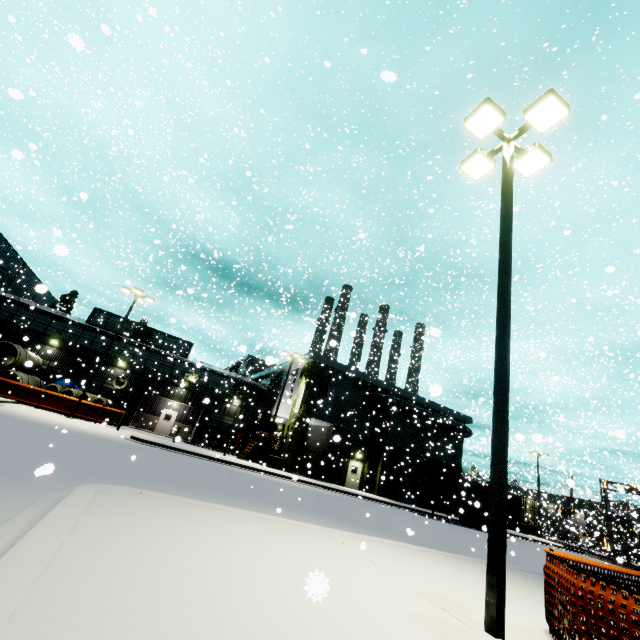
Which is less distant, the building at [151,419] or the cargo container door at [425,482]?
the cargo container door at [425,482]

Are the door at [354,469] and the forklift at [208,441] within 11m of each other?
no

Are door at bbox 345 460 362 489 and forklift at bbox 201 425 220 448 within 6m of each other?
no

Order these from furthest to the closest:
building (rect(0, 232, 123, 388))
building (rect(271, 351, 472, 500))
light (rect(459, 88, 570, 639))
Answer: building (rect(271, 351, 472, 500)) < building (rect(0, 232, 123, 388)) < light (rect(459, 88, 570, 639))

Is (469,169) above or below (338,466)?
above

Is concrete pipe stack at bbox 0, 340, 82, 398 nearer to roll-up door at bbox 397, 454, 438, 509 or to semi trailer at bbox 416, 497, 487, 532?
semi trailer at bbox 416, 497, 487, 532

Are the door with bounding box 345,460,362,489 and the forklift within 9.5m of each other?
no

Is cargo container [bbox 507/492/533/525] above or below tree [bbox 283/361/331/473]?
below
